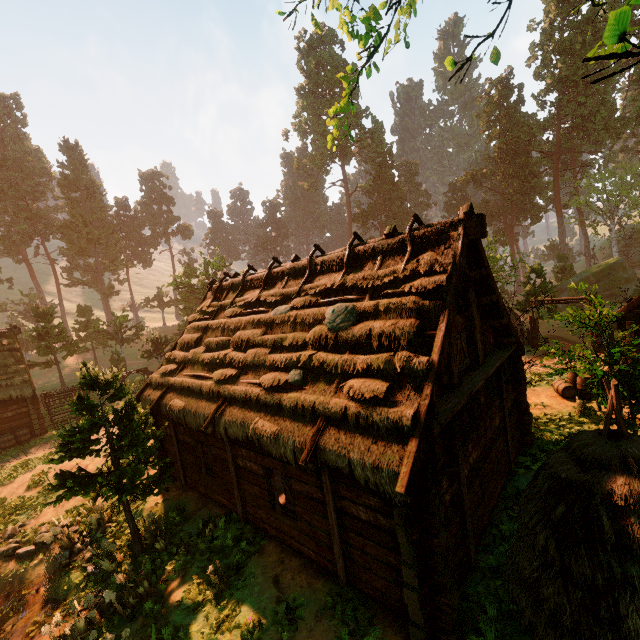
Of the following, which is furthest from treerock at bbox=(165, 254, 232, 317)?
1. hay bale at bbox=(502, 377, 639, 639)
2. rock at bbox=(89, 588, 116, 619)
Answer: hay bale at bbox=(502, 377, 639, 639)

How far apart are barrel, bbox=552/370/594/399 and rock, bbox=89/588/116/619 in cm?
1780

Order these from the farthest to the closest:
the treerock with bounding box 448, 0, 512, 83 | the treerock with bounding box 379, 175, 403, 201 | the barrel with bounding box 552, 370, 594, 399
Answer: the treerock with bounding box 379, 175, 403, 201, the barrel with bounding box 552, 370, 594, 399, the treerock with bounding box 448, 0, 512, 83

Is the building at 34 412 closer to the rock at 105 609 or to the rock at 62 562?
the rock at 62 562

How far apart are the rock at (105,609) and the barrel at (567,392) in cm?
1780

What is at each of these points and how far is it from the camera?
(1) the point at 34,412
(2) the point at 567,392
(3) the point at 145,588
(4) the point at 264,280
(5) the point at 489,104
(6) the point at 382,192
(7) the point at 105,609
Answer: (1) building, 22.17m
(2) barrel, 14.51m
(3) treerock, 8.67m
(4) building, 12.24m
(5) treerock, 55.28m
(6) treerock, 59.31m
(7) rock, 8.58m

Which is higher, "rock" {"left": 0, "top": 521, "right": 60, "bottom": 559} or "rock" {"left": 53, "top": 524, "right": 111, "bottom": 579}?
"rock" {"left": 0, "top": 521, "right": 60, "bottom": 559}

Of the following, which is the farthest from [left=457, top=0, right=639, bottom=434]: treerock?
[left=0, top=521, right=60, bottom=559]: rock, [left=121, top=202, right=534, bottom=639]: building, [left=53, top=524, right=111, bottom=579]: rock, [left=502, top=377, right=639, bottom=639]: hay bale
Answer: [left=502, top=377, right=639, bottom=639]: hay bale
